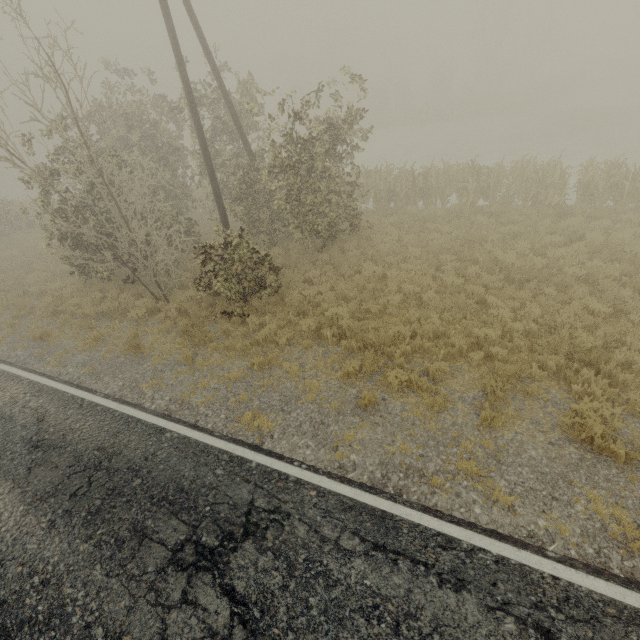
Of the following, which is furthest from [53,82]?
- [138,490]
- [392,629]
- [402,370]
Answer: [392,629]
